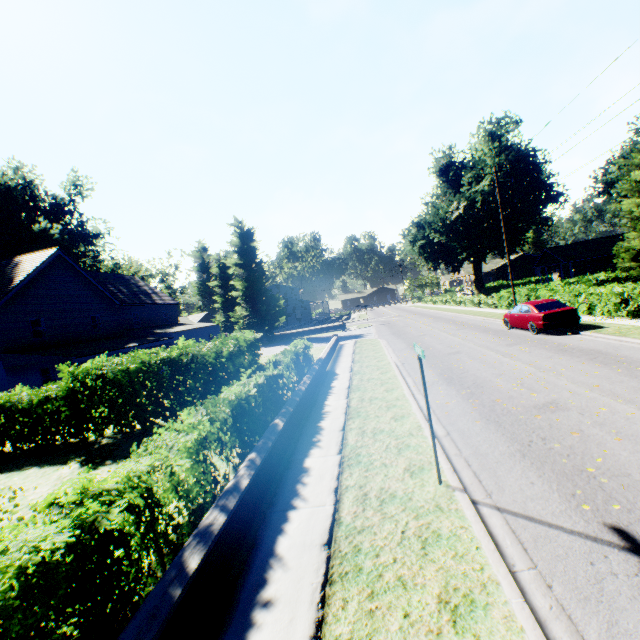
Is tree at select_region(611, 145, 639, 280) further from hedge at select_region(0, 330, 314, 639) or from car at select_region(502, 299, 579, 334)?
car at select_region(502, 299, 579, 334)

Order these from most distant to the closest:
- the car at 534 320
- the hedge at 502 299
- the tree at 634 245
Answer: the hedge at 502 299
the tree at 634 245
the car at 534 320

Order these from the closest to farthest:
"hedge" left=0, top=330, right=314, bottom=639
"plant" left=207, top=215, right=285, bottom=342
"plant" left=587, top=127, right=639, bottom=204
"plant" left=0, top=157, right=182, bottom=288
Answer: "hedge" left=0, top=330, right=314, bottom=639 → "plant" left=0, top=157, right=182, bottom=288 → "plant" left=207, top=215, right=285, bottom=342 → "plant" left=587, top=127, right=639, bottom=204

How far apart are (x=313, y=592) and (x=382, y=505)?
1.7m

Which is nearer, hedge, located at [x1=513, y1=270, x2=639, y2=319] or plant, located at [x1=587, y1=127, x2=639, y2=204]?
hedge, located at [x1=513, y1=270, x2=639, y2=319]

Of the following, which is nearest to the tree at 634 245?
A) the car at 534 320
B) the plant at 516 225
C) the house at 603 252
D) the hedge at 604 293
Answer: the hedge at 604 293

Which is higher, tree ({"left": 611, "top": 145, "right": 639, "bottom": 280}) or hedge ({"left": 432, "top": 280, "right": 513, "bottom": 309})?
tree ({"left": 611, "top": 145, "right": 639, "bottom": 280})

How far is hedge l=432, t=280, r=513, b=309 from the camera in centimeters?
2962cm
